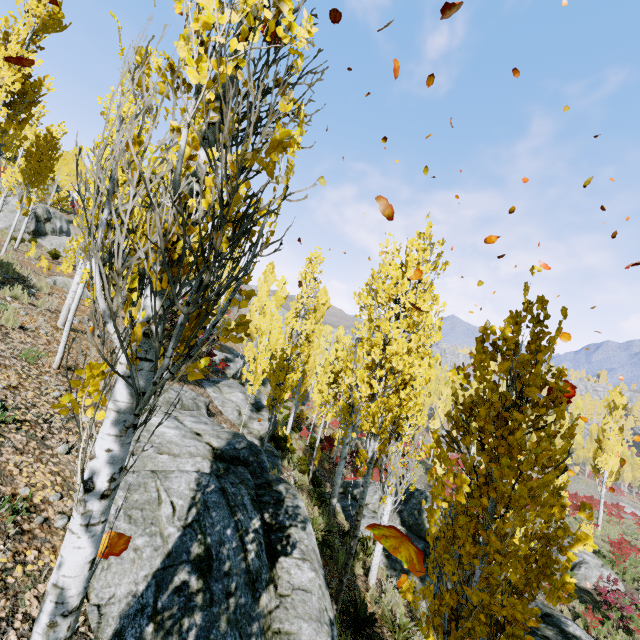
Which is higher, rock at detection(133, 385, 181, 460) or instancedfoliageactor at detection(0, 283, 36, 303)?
instancedfoliageactor at detection(0, 283, 36, 303)

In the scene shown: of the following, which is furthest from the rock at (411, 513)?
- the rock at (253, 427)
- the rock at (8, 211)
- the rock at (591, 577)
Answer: the rock at (8, 211)

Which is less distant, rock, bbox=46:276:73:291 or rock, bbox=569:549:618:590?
rock, bbox=46:276:73:291

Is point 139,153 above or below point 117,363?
above

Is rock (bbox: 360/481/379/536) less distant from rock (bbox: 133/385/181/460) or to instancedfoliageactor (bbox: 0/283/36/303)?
instancedfoliageactor (bbox: 0/283/36/303)

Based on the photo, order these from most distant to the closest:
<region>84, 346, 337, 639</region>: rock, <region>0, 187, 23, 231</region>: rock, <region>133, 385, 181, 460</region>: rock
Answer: <region>0, 187, 23, 231</region>: rock → <region>133, 385, 181, 460</region>: rock → <region>84, 346, 337, 639</region>: rock

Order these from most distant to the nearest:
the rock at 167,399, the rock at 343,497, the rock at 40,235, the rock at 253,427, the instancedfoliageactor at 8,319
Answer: the rock at 40,235 < the rock at 343,497 < the instancedfoliageactor at 8,319 < the rock at 167,399 < the rock at 253,427

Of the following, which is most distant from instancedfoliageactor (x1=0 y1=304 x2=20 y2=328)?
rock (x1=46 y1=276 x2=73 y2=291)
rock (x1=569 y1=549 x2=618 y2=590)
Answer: rock (x1=46 y1=276 x2=73 y2=291)
